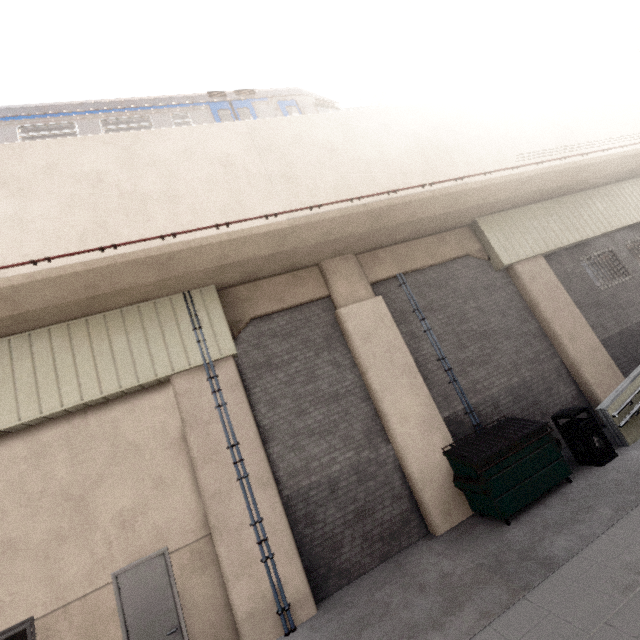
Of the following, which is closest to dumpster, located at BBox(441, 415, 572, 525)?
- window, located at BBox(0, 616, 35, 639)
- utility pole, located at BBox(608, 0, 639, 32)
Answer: utility pole, located at BBox(608, 0, 639, 32)

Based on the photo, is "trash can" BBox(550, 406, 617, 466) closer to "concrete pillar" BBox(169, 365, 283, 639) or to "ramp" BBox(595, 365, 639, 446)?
"ramp" BBox(595, 365, 639, 446)

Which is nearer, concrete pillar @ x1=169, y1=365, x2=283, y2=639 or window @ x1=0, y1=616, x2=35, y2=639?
window @ x1=0, y1=616, x2=35, y2=639

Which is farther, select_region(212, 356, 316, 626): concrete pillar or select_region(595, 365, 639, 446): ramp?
select_region(595, 365, 639, 446): ramp

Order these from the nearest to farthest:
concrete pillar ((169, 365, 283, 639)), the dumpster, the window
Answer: the window < concrete pillar ((169, 365, 283, 639)) < the dumpster

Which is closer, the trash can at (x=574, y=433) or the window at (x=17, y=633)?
the window at (x=17, y=633)

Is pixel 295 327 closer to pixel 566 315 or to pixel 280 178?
pixel 280 178

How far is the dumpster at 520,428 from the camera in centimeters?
627cm
